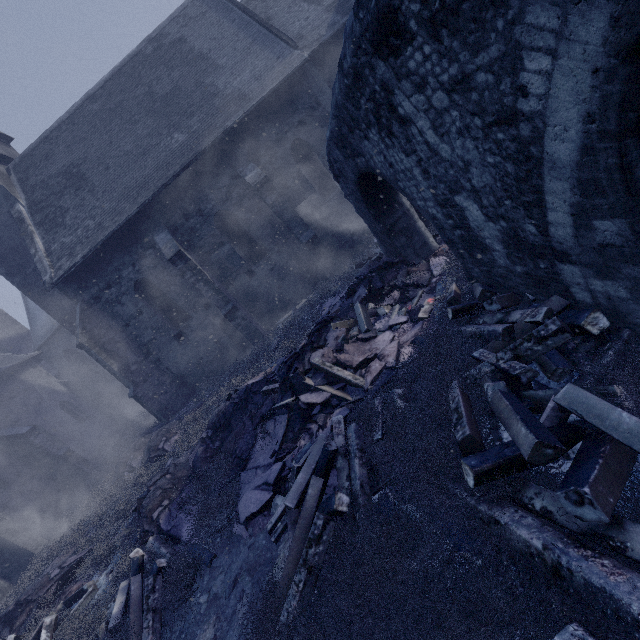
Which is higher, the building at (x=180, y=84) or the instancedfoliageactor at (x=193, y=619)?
the building at (x=180, y=84)

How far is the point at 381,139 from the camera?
4.7 meters

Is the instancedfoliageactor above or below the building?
below

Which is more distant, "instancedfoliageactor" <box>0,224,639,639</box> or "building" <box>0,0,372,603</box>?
"building" <box>0,0,372,603</box>

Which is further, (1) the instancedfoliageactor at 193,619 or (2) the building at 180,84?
(2) the building at 180,84
